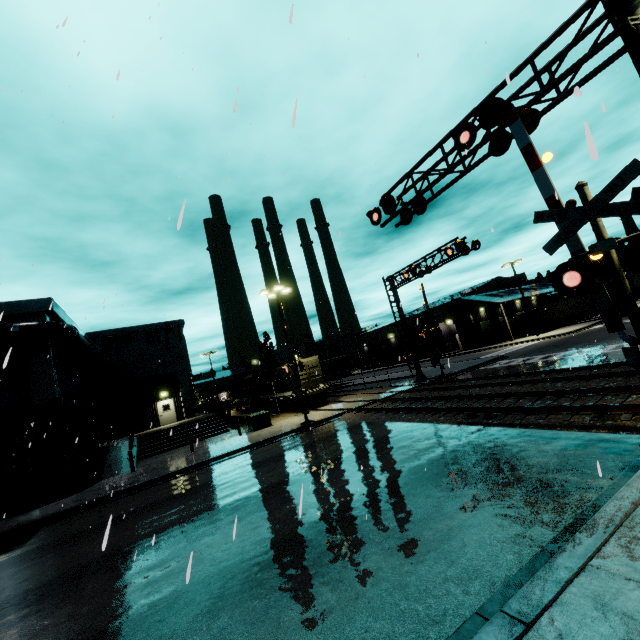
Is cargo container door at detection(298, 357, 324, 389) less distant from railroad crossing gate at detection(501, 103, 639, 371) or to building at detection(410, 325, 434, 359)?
building at detection(410, 325, 434, 359)

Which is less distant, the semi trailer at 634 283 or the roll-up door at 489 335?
the semi trailer at 634 283

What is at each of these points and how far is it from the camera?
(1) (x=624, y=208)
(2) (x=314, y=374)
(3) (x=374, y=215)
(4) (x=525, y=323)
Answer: (1) railroad crossing gate, 5.7 meters
(2) cargo container door, 27.1 meters
(3) railroad crossing overhang, 12.3 meters
(4) semi trailer, 48.7 meters

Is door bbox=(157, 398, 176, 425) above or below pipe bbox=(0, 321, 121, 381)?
below

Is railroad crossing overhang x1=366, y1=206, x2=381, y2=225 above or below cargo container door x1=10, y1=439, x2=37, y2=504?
above

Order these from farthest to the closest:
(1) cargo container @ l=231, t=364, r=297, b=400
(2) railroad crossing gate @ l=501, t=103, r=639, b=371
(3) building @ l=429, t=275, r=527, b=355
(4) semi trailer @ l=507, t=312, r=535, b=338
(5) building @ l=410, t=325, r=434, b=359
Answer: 1. (5) building @ l=410, t=325, r=434, b=359
2. (4) semi trailer @ l=507, t=312, r=535, b=338
3. (3) building @ l=429, t=275, r=527, b=355
4. (1) cargo container @ l=231, t=364, r=297, b=400
5. (2) railroad crossing gate @ l=501, t=103, r=639, b=371

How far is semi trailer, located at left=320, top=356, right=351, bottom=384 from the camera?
44.44m

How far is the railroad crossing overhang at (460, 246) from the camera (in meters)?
20.45
